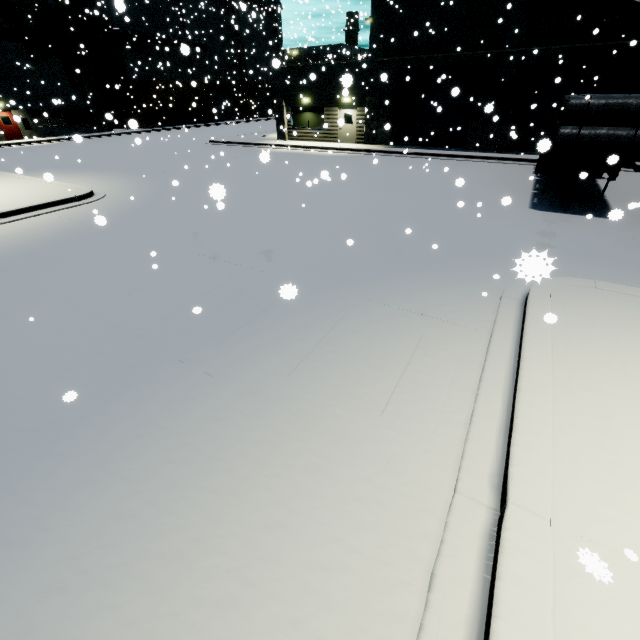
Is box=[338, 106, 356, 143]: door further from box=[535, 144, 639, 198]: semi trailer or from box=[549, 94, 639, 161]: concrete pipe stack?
box=[549, 94, 639, 161]: concrete pipe stack

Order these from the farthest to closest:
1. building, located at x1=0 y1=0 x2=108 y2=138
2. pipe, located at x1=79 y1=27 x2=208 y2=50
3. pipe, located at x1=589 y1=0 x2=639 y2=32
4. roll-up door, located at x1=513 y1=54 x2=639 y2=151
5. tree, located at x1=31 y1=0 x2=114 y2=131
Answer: pipe, located at x1=79 y1=27 x2=208 y2=50, tree, located at x1=31 y1=0 x2=114 y2=131, building, located at x1=0 y1=0 x2=108 y2=138, roll-up door, located at x1=513 y1=54 x2=639 y2=151, pipe, located at x1=589 y1=0 x2=639 y2=32

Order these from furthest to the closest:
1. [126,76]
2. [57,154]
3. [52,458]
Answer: [126,76] < [57,154] < [52,458]

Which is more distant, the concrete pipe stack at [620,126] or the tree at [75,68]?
the tree at [75,68]

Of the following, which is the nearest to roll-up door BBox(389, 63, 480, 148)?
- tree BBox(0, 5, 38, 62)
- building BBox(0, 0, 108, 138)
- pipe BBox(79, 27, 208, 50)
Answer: building BBox(0, 0, 108, 138)

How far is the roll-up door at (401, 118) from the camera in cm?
1945

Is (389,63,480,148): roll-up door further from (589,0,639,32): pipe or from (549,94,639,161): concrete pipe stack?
(549,94,639,161): concrete pipe stack

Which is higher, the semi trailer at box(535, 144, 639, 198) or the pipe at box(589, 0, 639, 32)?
the pipe at box(589, 0, 639, 32)
